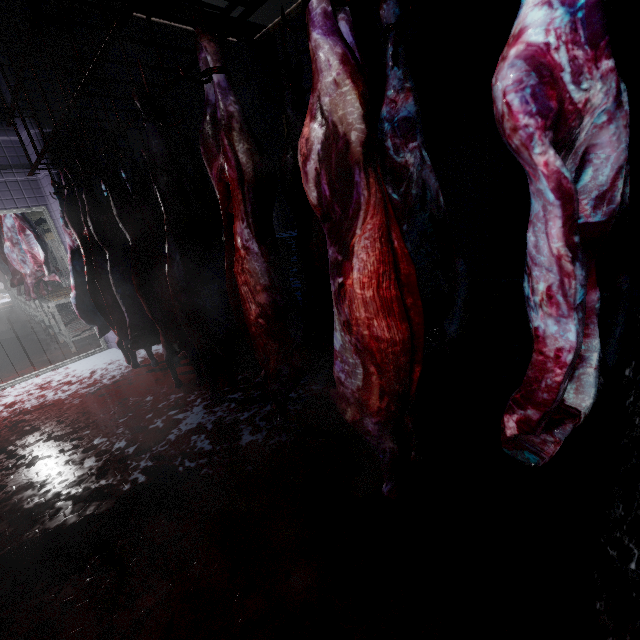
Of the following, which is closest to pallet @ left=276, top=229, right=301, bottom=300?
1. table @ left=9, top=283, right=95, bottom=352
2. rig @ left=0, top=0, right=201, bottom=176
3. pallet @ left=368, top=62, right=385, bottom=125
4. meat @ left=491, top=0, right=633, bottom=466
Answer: pallet @ left=368, top=62, right=385, bottom=125

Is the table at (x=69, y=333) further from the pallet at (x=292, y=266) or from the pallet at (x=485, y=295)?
the pallet at (x=485, y=295)

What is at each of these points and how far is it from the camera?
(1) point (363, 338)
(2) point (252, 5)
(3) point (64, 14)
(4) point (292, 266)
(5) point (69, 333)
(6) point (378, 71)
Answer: (1) meat, 1.23m
(2) rig, 1.52m
(3) rig, 1.78m
(4) pallet, 5.62m
(5) table, 5.11m
(6) pallet, 2.99m

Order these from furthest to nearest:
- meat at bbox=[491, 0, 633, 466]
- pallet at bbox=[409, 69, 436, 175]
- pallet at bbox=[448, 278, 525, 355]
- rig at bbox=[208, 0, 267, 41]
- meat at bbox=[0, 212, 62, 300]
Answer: meat at bbox=[0, 212, 62, 300] → pallet at bbox=[409, 69, 436, 175] → pallet at bbox=[448, 278, 525, 355] → rig at bbox=[208, 0, 267, 41] → meat at bbox=[491, 0, 633, 466]

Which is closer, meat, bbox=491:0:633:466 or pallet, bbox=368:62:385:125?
meat, bbox=491:0:633:466

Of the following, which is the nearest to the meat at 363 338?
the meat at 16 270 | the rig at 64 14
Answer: the rig at 64 14

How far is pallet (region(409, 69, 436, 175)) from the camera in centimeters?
345cm

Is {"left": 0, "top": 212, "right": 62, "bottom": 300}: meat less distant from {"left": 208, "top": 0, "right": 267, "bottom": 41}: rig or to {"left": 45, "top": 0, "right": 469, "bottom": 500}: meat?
{"left": 208, "top": 0, "right": 267, "bottom": 41}: rig
